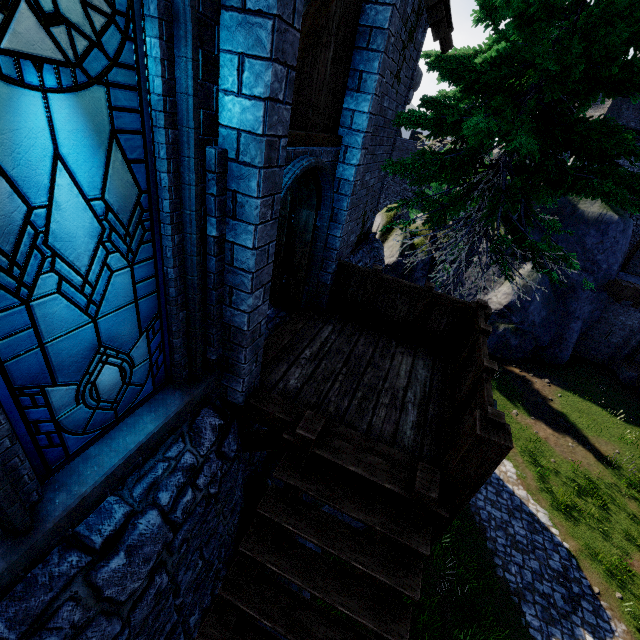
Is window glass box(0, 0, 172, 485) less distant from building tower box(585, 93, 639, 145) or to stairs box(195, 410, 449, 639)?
stairs box(195, 410, 449, 639)

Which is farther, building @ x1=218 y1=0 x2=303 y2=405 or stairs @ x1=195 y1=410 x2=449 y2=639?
stairs @ x1=195 y1=410 x2=449 y2=639

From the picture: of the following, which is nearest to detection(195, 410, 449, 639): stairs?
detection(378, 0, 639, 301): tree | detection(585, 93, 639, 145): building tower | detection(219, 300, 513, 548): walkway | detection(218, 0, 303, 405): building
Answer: detection(219, 300, 513, 548): walkway

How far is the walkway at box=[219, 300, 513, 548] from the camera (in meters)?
3.47

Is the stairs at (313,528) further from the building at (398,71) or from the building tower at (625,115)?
the building tower at (625,115)

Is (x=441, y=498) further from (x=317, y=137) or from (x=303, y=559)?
(x=317, y=137)

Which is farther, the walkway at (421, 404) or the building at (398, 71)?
the building at (398, 71)

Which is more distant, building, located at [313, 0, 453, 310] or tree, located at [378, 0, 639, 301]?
tree, located at [378, 0, 639, 301]
